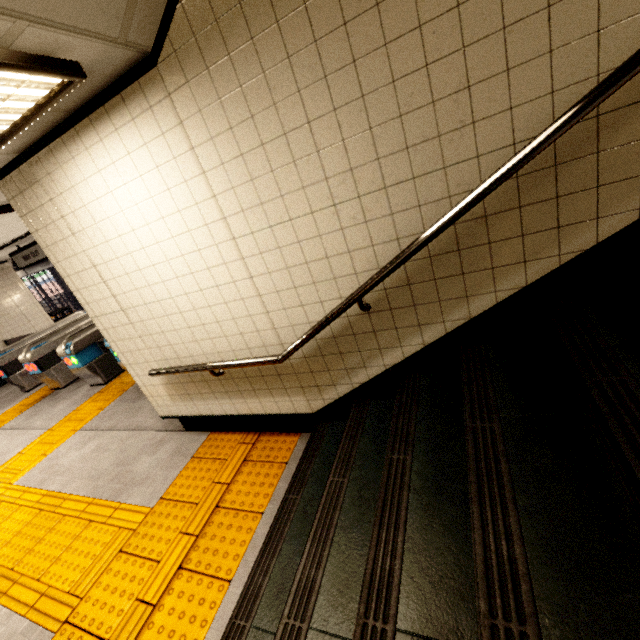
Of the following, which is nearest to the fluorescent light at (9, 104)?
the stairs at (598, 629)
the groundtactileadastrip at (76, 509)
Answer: the stairs at (598, 629)

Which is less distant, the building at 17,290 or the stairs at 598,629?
the stairs at 598,629

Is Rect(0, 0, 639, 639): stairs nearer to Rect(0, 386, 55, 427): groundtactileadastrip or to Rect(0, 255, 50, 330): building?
Rect(0, 386, 55, 427): groundtactileadastrip

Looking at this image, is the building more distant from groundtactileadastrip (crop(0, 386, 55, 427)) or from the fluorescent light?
the fluorescent light

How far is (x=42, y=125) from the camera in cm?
212

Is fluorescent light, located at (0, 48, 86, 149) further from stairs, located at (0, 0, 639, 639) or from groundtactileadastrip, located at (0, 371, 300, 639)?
groundtactileadastrip, located at (0, 371, 300, 639)
